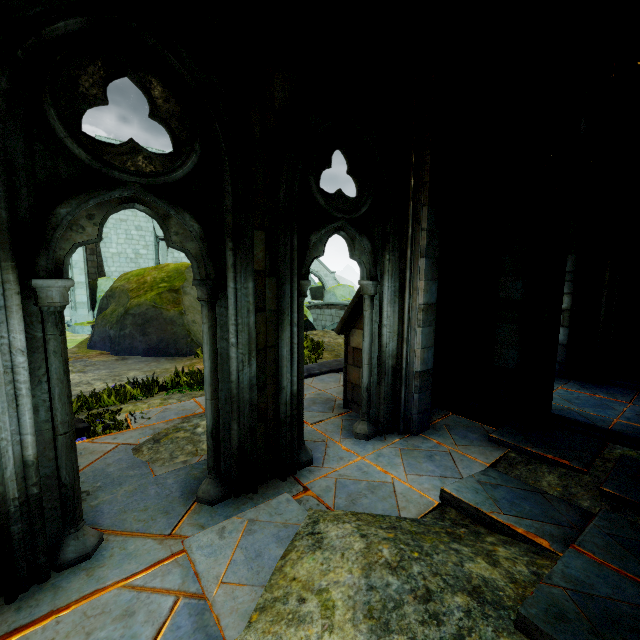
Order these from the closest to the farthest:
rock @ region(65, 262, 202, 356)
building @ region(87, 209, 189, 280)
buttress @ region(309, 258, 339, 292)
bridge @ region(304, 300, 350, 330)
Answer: rock @ region(65, 262, 202, 356) < building @ region(87, 209, 189, 280) < bridge @ region(304, 300, 350, 330) < buttress @ region(309, 258, 339, 292)

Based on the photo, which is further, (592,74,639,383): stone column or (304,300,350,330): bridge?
(304,300,350,330): bridge

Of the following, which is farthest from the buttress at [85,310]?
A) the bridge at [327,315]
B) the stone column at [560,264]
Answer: the stone column at [560,264]

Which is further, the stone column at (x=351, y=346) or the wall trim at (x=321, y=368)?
the wall trim at (x=321, y=368)

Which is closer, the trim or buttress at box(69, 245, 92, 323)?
the trim

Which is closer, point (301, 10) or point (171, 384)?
point (301, 10)

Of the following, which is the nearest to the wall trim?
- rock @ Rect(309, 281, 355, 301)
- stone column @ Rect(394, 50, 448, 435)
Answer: stone column @ Rect(394, 50, 448, 435)

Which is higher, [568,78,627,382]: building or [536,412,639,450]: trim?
[568,78,627,382]: building
